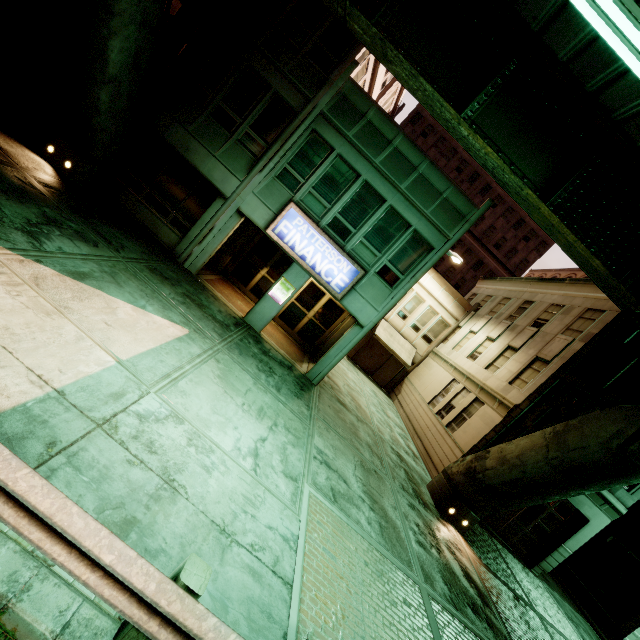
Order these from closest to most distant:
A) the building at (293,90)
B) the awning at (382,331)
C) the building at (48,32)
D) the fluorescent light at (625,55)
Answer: the fluorescent light at (625,55) < the building at (48,32) < the building at (293,90) < the awning at (382,331)

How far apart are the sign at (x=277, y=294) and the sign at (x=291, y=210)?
1.0 meters

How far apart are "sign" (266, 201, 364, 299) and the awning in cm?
1146

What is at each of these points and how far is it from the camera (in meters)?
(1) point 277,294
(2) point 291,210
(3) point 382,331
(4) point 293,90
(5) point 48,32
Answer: (1) sign, 12.28
(2) sign, 11.29
(3) awning, 23.03
(4) building, 11.38
(5) building, 9.85

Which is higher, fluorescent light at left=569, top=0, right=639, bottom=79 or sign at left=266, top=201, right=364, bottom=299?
fluorescent light at left=569, top=0, right=639, bottom=79

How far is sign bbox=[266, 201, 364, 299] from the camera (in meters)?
11.34

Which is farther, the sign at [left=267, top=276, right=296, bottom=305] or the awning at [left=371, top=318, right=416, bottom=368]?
the awning at [left=371, top=318, right=416, bottom=368]

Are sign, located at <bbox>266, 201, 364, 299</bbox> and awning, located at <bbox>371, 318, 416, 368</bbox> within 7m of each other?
no
